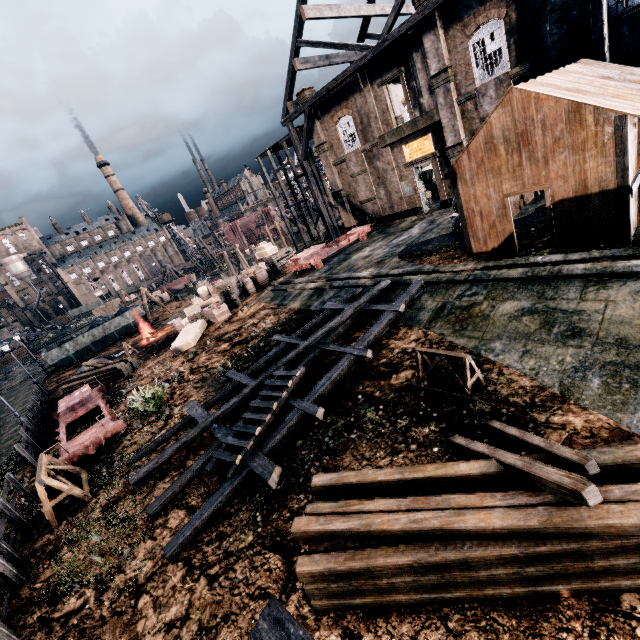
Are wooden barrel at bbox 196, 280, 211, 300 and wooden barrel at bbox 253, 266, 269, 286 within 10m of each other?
yes

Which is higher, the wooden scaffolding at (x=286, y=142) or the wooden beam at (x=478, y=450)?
the wooden scaffolding at (x=286, y=142)

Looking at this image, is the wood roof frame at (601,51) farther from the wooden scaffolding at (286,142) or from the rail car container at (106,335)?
the rail car container at (106,335)

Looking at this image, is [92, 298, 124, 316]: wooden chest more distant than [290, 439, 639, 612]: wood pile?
Yes

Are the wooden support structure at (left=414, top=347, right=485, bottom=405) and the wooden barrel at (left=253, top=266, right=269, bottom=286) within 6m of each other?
no

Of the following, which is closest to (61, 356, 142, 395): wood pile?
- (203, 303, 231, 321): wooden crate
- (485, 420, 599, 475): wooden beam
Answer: (203, 303, 231, 321): wooden crate

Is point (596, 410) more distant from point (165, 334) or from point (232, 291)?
point (165, 334)

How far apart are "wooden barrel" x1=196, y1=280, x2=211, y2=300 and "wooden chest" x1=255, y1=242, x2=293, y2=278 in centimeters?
518cm
